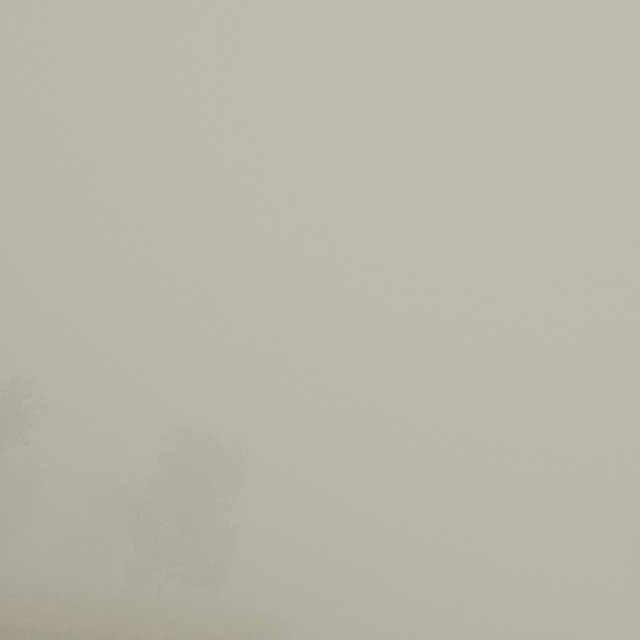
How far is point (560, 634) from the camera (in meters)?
54.78
